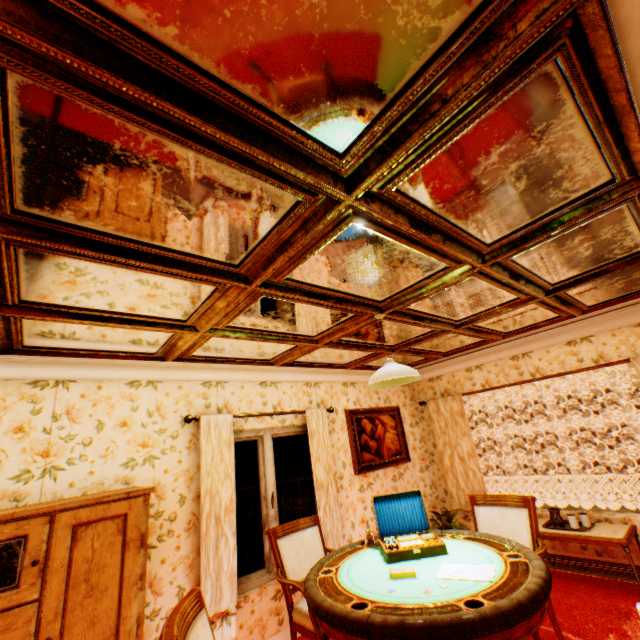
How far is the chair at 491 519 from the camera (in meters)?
3.06

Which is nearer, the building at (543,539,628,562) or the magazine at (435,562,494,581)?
the magazine at (435,562,494,581)

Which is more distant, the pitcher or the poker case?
the pitcher

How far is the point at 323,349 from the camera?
4.23m

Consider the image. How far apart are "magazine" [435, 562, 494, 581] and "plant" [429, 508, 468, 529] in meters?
3.1

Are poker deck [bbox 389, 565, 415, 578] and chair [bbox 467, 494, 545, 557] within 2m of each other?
yes

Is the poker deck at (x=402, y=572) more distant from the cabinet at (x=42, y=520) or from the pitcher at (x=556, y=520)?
the pitcher at (x=556, y=520)

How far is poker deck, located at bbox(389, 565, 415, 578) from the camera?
2.1 meters
